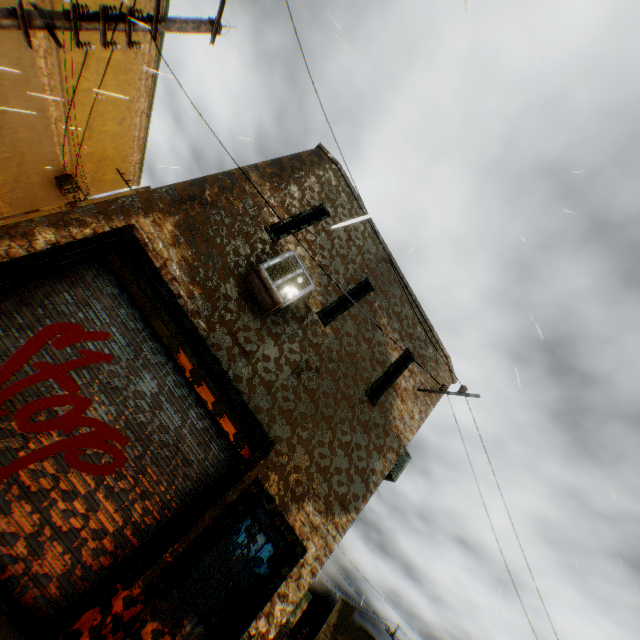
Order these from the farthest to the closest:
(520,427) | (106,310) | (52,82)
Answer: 1. (52,82)
2. (520,427)
3. (106,310)

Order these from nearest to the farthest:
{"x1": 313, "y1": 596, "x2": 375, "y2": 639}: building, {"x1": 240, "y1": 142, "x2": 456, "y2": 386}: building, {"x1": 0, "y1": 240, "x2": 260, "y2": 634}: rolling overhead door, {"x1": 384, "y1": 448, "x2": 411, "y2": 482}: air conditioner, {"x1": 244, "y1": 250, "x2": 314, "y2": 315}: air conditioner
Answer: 1. {"x1": 0, "y1": 240, "x2": 260, "y2": 634}: rolling overhead door
2. {"x1": 244, "y1": 250, "x2": 314, "y2": 315}: air conditioner
3. {"x1": 240, "y1": 142, "x2": 456, "y2": 386}: building
4. {"x1": 384, "y1": 448, "x2": 411, "y2": 482}: air conditioner
5. {"x1": 313, "y1": 596, "x2": 375, "y2": 639}: building

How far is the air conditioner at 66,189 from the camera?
17.8 meters

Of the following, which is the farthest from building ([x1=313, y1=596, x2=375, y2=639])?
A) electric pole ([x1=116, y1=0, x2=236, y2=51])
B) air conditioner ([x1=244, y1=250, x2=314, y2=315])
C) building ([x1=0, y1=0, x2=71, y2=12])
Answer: electric pole ([x1=116, y1=0, x2=236, y2=51])

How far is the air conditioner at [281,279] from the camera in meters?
5.4

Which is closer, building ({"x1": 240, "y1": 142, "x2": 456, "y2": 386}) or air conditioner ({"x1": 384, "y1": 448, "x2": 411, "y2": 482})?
building ({"x1": 240, "y1": 142, "x2": 456, "y2": 386})

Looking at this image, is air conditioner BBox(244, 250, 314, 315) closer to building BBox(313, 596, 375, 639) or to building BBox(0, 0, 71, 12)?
building BBox(0, 0, 71, 12)

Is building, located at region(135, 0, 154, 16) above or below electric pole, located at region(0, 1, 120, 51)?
above
